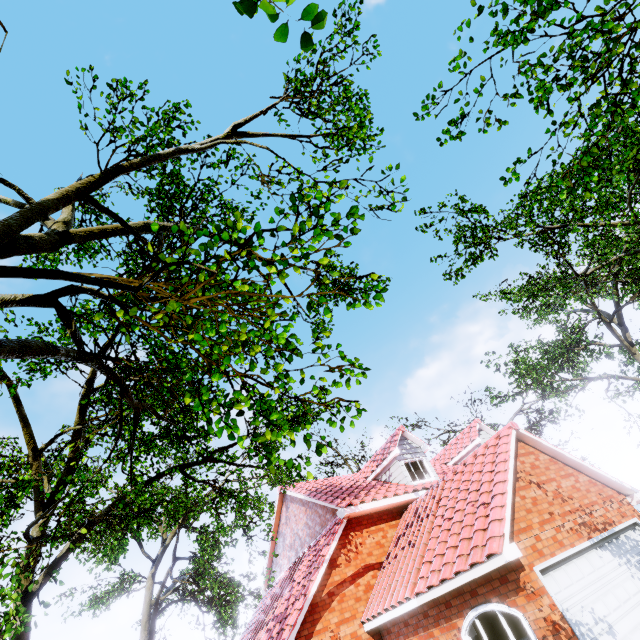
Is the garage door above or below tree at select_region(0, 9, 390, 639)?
below

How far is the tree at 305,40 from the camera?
1.96m

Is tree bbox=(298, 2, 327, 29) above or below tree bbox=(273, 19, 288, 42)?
below

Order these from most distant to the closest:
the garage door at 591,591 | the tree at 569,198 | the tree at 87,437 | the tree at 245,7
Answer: the garage door at 591,591, the tree at 569,198, the tree at 87,437, the tree at 245,7

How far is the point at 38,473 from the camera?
10.6 meters

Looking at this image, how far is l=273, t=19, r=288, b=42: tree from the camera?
2.0 meters
